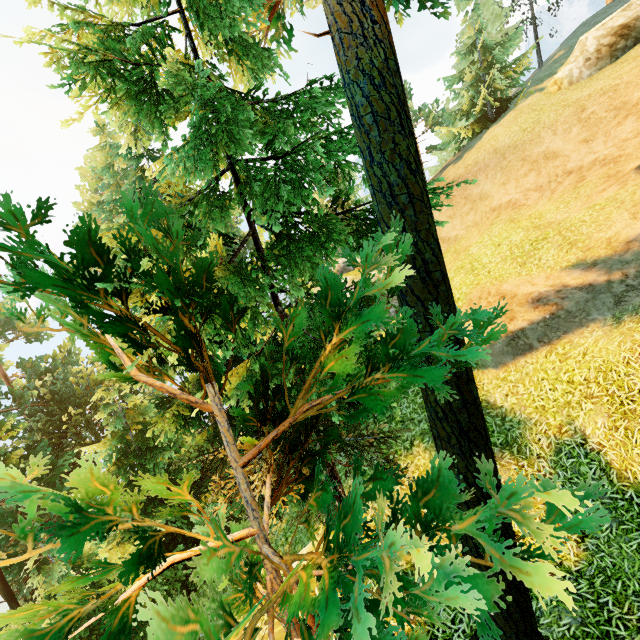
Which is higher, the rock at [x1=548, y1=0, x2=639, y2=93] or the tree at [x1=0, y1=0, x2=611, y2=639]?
the rock at [x1=548, y1=0, x2=639, y2=93]

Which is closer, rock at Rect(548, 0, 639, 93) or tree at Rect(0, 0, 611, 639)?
tree at Rect(0, 0, 611, 639)

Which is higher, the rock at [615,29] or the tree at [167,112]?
the rock at [615,29]

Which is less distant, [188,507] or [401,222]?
[401,222]

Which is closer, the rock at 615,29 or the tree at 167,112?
the tree at 167,112
